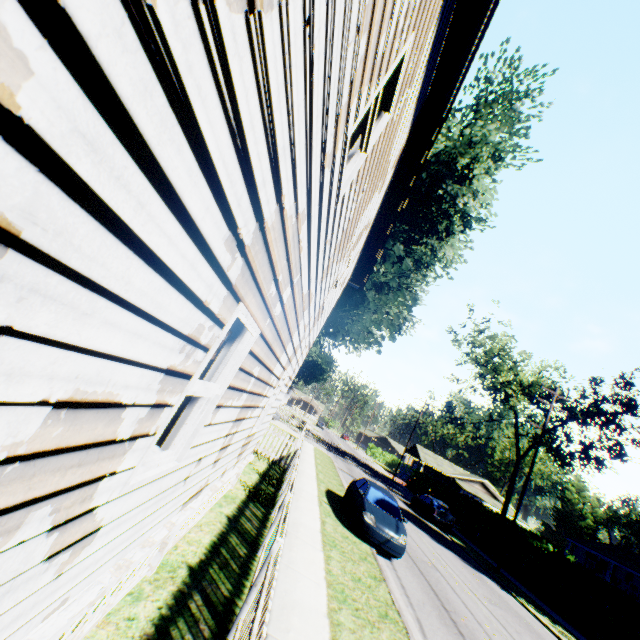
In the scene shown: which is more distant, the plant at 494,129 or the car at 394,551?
the plant at 494,129

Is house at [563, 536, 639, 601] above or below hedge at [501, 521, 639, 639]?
above

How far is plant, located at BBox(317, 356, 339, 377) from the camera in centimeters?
5856cm

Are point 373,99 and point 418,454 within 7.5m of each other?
no

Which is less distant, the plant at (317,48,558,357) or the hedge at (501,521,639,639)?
the hedge at (501,521,639,639)

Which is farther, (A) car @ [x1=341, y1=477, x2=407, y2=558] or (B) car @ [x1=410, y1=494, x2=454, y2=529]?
(B) car @ [x1=410, y1=494, x2=454, y2=529]

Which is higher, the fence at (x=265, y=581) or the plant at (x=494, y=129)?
the plant at (x=494, y=129)

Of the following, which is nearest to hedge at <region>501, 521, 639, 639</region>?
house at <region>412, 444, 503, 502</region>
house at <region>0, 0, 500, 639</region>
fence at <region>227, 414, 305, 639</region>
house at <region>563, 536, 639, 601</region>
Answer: house at <region>563, 536, 639, 601</region>
